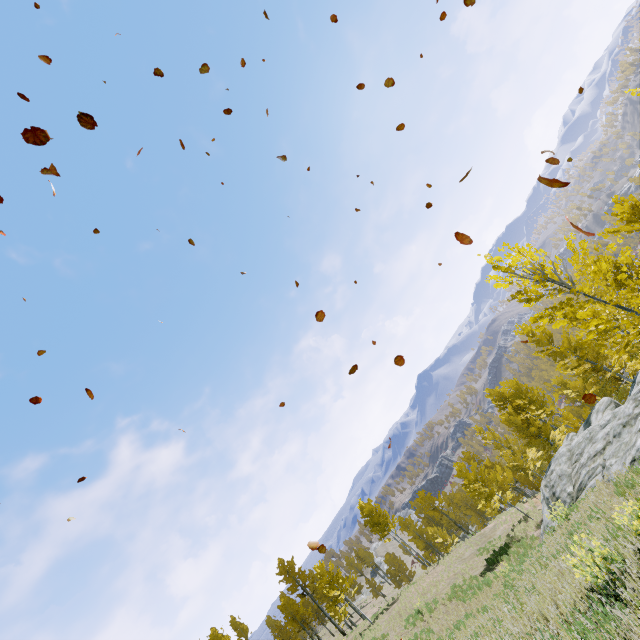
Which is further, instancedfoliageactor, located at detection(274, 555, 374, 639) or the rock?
instancedfoliageactor, located at detection(274, 555, 374, 639)

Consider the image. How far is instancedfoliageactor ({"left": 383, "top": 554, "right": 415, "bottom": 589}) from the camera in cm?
5328

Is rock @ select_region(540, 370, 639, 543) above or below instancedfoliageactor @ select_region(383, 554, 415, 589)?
below

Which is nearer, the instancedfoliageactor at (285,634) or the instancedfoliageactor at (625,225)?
the instancedfoliageactor at (625,225)

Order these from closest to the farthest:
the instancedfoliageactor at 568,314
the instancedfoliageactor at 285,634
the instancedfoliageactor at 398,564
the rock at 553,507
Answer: the instancedfoliageactor at 568,314 < the rock at 553,507 < the instancedfoliageactor at 285,634 < the instancedfoliageactor at 398,564

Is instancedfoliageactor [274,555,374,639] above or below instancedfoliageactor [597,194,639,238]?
above

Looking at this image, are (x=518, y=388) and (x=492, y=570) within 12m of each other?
no
